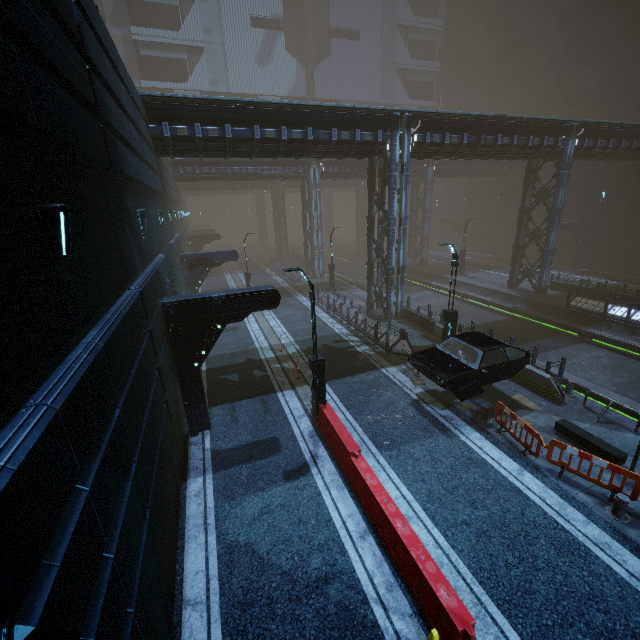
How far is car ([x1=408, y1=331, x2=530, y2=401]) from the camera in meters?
11.0

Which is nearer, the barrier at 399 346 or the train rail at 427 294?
the barrier at 399 346

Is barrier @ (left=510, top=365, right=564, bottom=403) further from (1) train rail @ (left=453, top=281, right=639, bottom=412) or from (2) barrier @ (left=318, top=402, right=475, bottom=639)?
(2) barrier @ (left=318, top=402, right=475, bottom=639)

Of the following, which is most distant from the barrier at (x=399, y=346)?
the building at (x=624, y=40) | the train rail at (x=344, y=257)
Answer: the train rail at (x=344, y=257)

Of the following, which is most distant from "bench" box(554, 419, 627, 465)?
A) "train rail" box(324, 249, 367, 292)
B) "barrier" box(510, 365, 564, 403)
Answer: "train rail" box(324, 249, 367, 292)

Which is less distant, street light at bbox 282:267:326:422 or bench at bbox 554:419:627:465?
bench at bbox 554:419:627:465

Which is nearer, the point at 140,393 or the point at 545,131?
the point at 140,393

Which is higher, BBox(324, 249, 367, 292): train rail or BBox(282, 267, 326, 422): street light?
BBox(282, 267, 326, 422): street light
